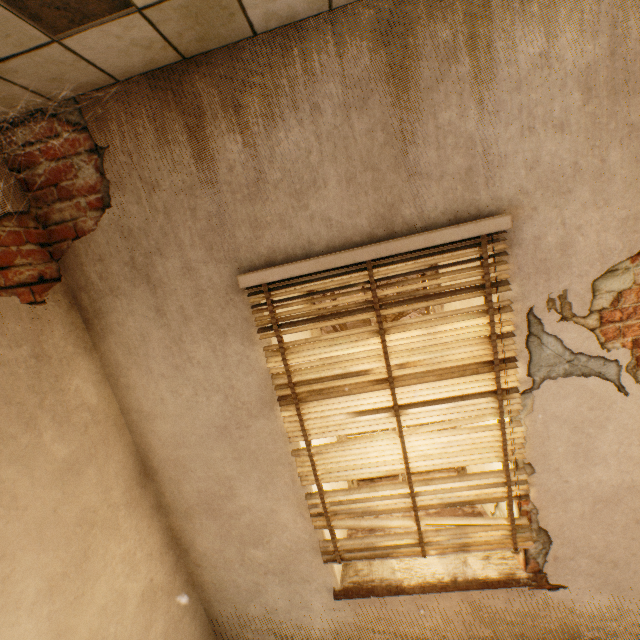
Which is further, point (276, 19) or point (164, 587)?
point (164, 587)

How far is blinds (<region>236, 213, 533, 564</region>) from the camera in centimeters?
155cm

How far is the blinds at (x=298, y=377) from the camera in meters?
1.5 m
